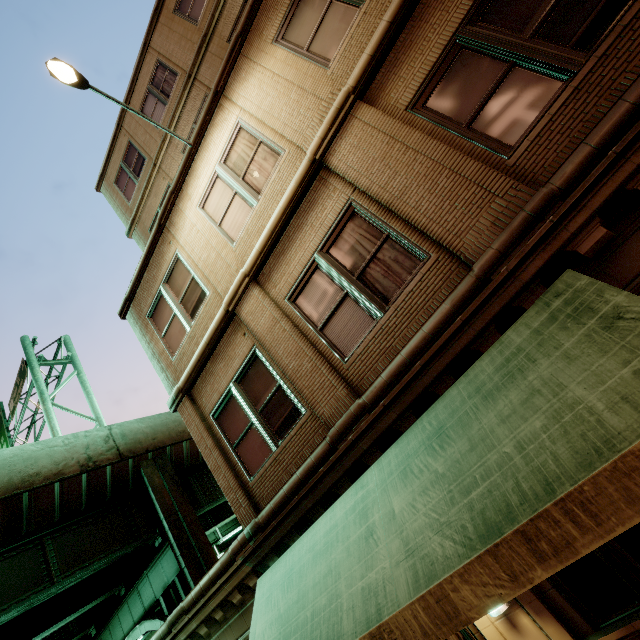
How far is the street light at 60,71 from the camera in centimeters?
573cm

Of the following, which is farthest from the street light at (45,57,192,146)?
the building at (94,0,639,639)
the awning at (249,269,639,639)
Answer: the awning at (249,269,639,639)

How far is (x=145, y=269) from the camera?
8.8m

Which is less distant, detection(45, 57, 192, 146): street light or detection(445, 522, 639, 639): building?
detection(445, 522, 639, 639): building

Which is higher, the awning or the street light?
the street light

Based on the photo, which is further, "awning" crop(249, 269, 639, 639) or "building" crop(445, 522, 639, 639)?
"building" crop(445, 522, 639, 639)

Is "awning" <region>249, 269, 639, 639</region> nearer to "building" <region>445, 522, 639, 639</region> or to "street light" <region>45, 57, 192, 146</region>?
"building" <region>445, 522, 639, 639</region>

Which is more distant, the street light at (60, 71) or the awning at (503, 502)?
the street light at (60, 71)
